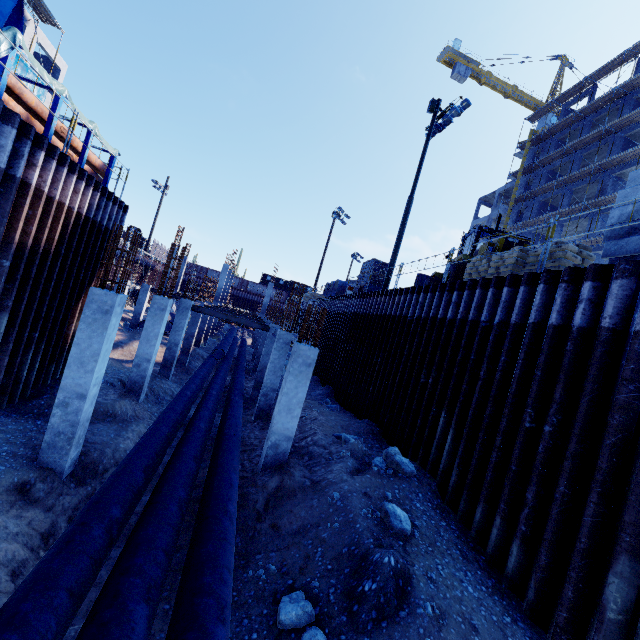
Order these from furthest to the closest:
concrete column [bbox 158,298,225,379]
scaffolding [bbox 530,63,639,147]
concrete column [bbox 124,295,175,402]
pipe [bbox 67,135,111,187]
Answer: scaffolding [bbox 530,63,639,147]
concrete column [bbox 158,298,225,379]
concrete column [bbox 124,295,175,402]
pipe [bbox 67,135,111,187]

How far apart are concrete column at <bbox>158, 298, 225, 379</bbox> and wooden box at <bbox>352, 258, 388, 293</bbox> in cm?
1023

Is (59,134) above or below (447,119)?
below

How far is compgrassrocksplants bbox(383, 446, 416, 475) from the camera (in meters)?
8.38

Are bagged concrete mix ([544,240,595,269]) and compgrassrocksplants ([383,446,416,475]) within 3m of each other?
no

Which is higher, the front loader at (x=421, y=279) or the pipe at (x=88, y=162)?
the front loader at (x=421, y=279)

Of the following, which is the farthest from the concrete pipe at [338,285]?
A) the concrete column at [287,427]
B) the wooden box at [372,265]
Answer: the concrete column at [287,427]

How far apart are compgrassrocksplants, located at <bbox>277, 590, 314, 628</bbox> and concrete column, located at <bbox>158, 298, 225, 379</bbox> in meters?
18.8 m
